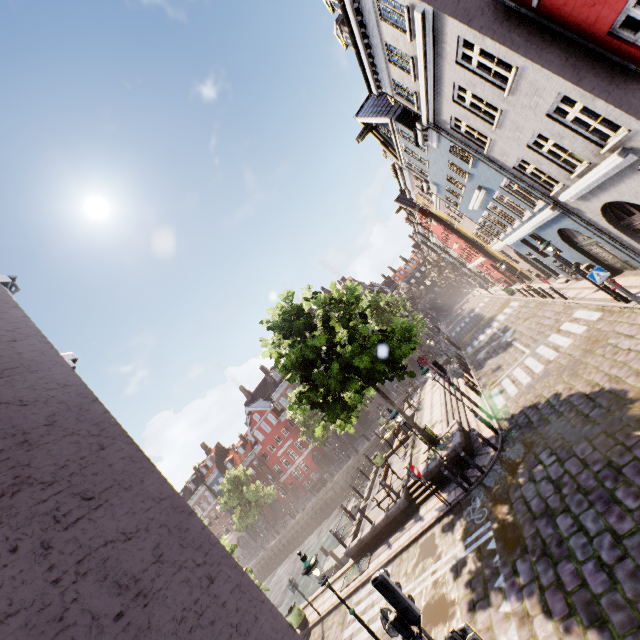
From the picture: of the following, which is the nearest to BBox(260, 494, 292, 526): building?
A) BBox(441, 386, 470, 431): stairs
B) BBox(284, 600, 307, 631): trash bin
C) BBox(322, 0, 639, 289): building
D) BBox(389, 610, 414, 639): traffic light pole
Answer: BBox(322, 0, 639, 289): building

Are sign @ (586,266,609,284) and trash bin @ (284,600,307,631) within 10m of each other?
no

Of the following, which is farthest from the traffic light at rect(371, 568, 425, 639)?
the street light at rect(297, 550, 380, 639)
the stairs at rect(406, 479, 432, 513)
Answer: the stairs at rect(406, 479, 432, 513)

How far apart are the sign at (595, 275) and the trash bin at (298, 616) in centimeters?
1882cm

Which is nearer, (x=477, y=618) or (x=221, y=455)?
(x=477, y=618)

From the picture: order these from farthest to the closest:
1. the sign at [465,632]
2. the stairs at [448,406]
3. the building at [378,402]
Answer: the building at [378,402], the stairs at [448,406], the sign at [465,632]

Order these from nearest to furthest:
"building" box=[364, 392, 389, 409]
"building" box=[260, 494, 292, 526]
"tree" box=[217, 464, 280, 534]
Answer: "tree" box=[217, 464, 280, 534] < "building" box=[364, 392, 389, 409] < "building" box=[260, 494, 292, 526]

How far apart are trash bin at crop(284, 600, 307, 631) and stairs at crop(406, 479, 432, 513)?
7.0 meters
